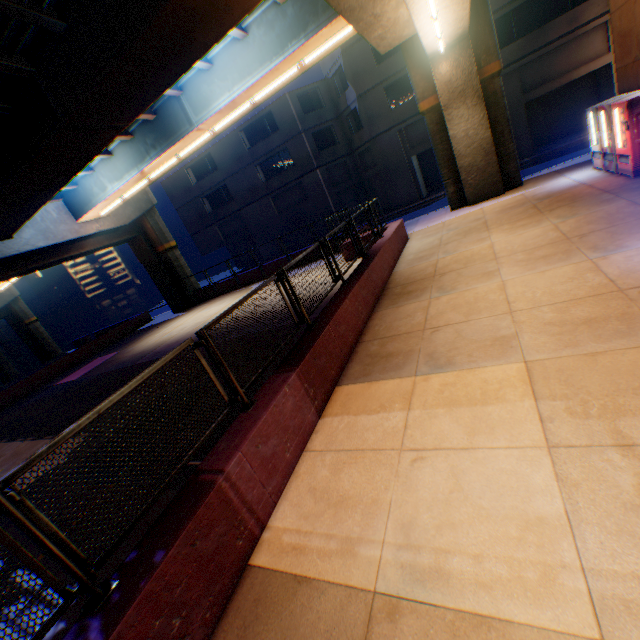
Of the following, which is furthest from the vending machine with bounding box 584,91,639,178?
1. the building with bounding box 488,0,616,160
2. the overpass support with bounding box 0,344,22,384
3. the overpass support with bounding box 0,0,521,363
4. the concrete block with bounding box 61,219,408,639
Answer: the overpass support with bounding box 0,344,22,384

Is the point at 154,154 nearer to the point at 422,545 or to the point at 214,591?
the point at 214,591

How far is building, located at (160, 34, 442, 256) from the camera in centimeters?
2361cm

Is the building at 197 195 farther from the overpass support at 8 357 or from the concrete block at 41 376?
the overpass support at 8 357

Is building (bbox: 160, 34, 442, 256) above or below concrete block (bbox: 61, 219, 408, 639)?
above

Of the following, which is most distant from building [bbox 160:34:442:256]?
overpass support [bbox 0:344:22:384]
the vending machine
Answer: overpass support [bbox 0:344:22:384]

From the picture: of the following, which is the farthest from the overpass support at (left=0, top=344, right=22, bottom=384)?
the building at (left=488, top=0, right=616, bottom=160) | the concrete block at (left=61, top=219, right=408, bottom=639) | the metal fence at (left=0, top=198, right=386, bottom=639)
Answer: the metal fence at (left=0, top=198, right=386, bottom=639)

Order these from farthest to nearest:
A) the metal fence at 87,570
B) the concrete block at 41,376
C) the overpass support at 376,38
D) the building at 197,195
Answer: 1. the building at 197,195
2. the concrete block at 41,376
3. the overpass support at 376,38
4. the metal fence at 87,570
